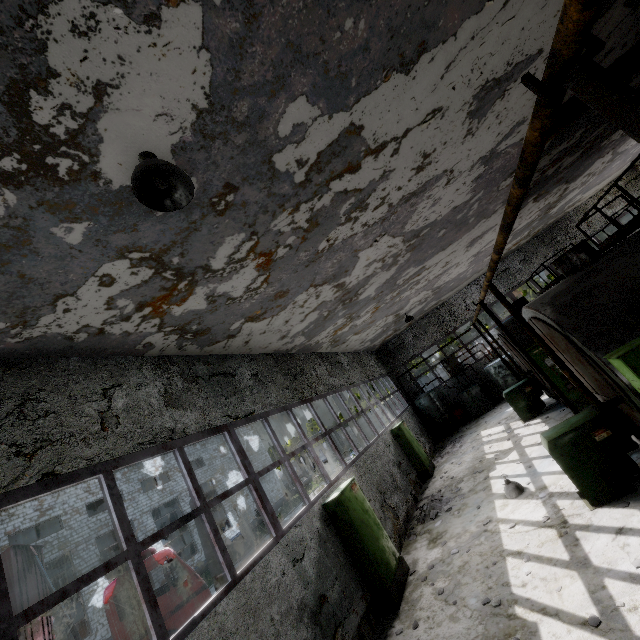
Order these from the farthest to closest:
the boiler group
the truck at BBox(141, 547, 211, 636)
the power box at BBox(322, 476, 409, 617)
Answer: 1. the boiler group
2. the truck at BBox(141, 547, 211, 636)
3. the power box at BBox(322, 476, 409, 617)

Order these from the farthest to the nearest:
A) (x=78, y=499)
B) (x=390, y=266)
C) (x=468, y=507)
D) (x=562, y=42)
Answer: (x=78, y=499) → (x=390, y=266) → (x=468, y=507) → (x=562, y=42)

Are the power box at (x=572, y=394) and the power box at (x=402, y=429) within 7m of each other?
yes

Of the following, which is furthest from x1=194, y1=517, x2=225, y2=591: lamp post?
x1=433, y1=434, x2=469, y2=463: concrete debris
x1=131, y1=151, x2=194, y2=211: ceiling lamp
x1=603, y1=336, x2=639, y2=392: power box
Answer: x1=603, y1=336, x2=639, y2=392: power box

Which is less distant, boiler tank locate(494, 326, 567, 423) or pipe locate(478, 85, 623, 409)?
pipe locate(478, 85, 623, 409)

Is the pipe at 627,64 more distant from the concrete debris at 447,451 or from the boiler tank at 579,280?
the concrete debris at 447,451

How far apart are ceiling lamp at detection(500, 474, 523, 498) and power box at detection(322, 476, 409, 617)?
3.1m

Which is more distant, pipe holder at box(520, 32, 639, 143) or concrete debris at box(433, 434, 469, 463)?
concrete debris at box(433, 434, 469, 463)
